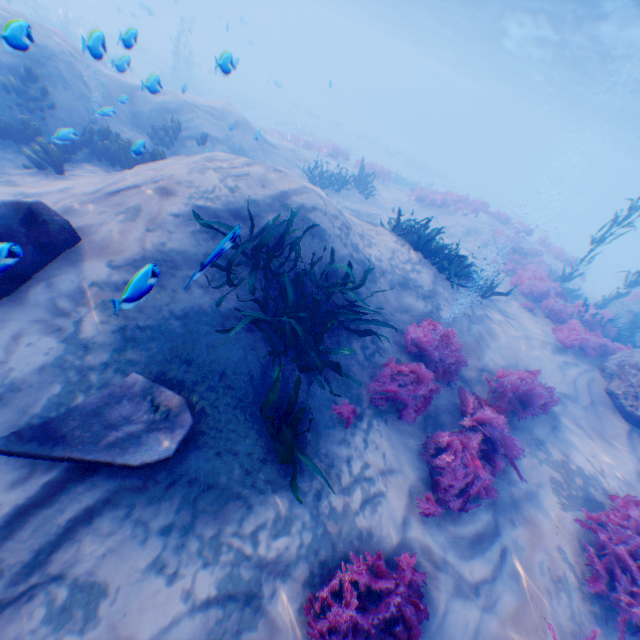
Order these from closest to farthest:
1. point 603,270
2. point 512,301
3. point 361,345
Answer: point 361,345, point 512,301, point 603,270

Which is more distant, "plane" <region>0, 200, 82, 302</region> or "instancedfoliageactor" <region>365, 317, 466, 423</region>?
"instancedfoliageactor" <region>365, 317, 466, 423</region>

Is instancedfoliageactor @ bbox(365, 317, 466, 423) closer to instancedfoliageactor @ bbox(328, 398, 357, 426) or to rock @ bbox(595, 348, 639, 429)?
instancedfoliageactor @ bbox(328, 398, 357, 426)

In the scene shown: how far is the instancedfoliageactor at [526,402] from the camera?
4.5 meters

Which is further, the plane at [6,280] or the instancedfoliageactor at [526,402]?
the instancedfoliageactor at [526,402]

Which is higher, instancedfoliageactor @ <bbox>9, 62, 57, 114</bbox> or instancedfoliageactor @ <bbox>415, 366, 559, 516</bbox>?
instancedfoliageactor @ <bbox>9, 62, 57, 114</bbox>

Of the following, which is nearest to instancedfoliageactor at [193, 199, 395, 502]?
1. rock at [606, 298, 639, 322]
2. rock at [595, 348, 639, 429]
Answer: rock at [595, 348, 639, 429]

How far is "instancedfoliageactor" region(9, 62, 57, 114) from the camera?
7.79m
